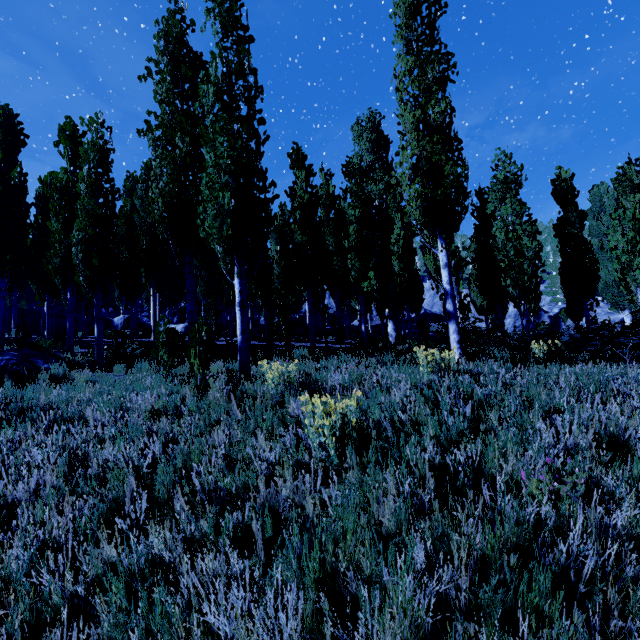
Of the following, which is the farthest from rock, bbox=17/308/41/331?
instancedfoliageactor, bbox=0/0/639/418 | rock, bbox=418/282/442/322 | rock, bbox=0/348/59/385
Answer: rock, bbox=418/282/442/322

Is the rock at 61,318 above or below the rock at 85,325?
above

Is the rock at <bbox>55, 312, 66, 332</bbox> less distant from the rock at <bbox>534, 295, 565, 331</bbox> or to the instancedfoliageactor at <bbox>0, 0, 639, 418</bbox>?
the instancedfoliageactor at <bbox>0, 0, 639, 418</bbox>

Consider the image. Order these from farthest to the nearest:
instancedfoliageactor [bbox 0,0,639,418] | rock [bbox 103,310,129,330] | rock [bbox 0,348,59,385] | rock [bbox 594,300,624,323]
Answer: rock [bbox 594,300,624,323] → rock [bbox 103,310,129,330] → rock [bbox 0,348,59,385] → instancedfoliageactor [bbox 0,0,639,418]

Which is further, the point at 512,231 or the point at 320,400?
the point at 512,231

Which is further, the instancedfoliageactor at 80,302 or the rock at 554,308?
the rock at 554,308

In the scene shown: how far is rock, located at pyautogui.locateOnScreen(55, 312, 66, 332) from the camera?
24.05m
